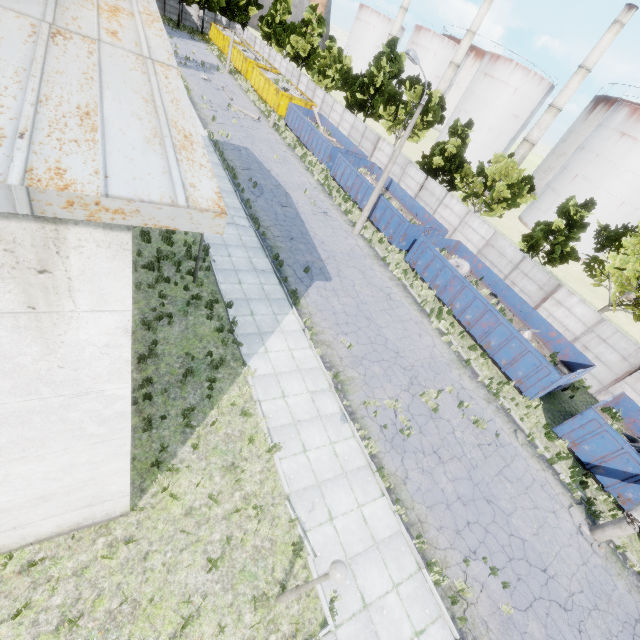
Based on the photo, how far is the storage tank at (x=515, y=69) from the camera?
51.66m

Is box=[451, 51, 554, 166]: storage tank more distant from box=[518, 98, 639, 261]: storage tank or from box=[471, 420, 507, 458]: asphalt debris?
box=[471, 420, 507, 458]: asphalt debris

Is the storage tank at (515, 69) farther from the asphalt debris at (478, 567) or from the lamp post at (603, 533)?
the asphalt debris at (478, 567)

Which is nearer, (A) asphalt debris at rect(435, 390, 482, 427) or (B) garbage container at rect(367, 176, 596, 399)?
(A) asphalt debris at rect(435, 390, 482, 427)

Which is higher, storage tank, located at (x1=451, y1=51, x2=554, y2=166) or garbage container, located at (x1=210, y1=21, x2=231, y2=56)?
storage tank, located at (x1=451, y1=51, x2=554, y2=166)

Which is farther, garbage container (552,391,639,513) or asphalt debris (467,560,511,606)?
garbage container (552,391,639,513)

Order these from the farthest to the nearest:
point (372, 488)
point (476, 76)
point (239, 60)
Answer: point (476, 76)
point (239, 60)
point (372, 488)

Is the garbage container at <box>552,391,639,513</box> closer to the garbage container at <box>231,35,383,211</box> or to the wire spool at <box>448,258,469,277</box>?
the wire spool at <box>448,258,469,277</box>
